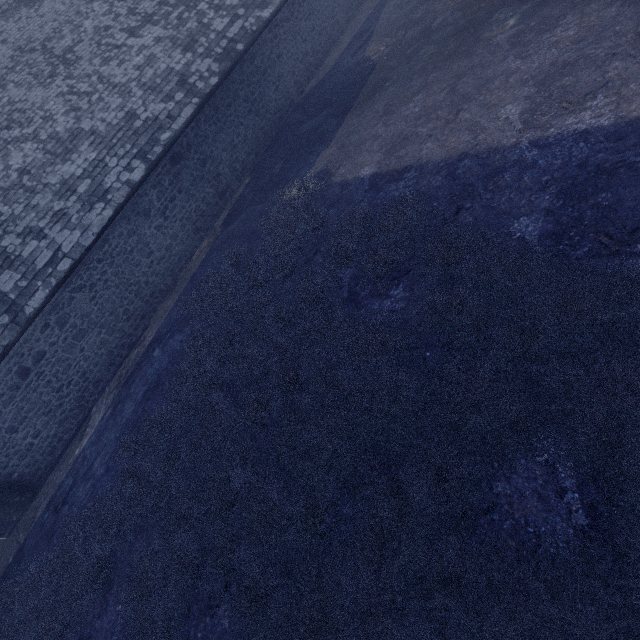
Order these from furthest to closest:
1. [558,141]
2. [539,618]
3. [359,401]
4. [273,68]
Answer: [273,68] < [558,141] < [359,401] < [539,618]
